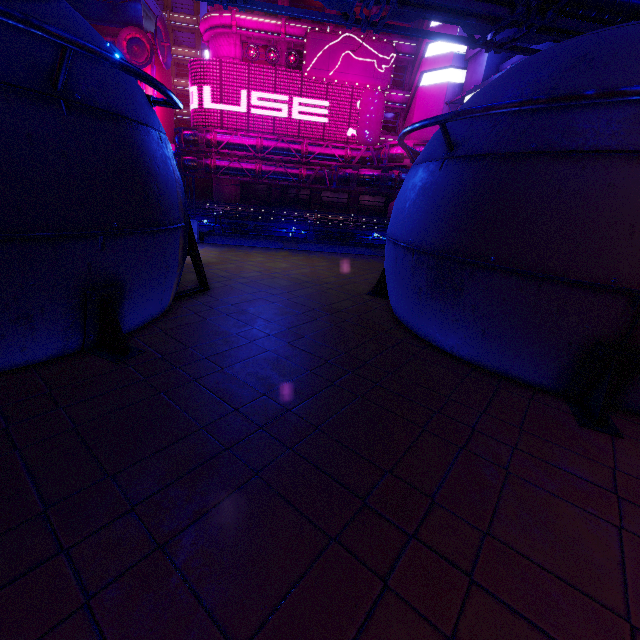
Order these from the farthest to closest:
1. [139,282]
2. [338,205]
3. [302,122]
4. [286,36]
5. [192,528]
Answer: [338,205], [302,122], [286,36], [139,282], [192,528]

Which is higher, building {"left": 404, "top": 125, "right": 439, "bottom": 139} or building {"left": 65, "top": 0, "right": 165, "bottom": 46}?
building {"left": 65, "top": 0, "right": 165, "bottom": 46}

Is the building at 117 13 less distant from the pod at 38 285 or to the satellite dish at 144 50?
the satellite dish at 144 50

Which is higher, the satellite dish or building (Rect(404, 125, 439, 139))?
the satellite dish

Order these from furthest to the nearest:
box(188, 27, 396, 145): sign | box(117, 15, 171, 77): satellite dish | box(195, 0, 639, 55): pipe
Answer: box(117, 15, 171, 77): satellite dish
box(188, 27, 396, 145): sign
box(195, 0, 639, 55): pipe

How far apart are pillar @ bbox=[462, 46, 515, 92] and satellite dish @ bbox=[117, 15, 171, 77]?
36.2 meters

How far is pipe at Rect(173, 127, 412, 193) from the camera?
30.8m

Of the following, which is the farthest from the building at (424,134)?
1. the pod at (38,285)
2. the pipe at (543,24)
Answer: the pod at (38,285)
